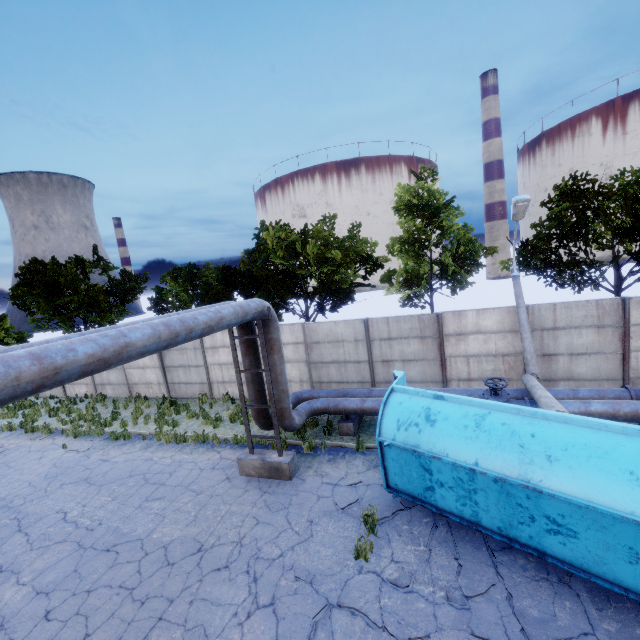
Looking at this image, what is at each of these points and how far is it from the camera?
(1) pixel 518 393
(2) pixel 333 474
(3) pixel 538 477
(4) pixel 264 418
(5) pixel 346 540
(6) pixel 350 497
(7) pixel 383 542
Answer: (1) pipe, 10.31m
(2) asphalt debris, 9.34m
(3) truck dump body, 5.20m
(4) pipe, 10.30m
(5) asphalt debris, 6.98m
(6) asphalt debris, 8.28m
(7) asphalt debris, 6.85m

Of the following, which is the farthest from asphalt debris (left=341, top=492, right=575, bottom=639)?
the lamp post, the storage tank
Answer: the storage tank

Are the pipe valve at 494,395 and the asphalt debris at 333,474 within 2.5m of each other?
no

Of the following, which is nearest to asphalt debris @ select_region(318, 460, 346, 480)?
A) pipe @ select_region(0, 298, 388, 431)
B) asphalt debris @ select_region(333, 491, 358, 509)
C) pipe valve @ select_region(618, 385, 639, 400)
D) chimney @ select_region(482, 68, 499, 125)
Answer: asphalt debris @ select_region(333, 491, 358, 509)

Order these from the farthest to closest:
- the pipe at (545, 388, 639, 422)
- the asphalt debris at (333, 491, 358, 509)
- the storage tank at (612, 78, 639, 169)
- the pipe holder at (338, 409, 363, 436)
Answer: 1. the storage tank at (612, 78, 639, 169)
2. the pipe holder at (338, 409, 363, 436)
3. the pipe at (545, 388, 639, 422)
4. the asphalt debris at (333, 491, 358, 509)

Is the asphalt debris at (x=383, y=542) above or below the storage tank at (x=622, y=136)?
below

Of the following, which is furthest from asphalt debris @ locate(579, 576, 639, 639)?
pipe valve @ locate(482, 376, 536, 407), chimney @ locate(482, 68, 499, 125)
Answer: chimney @ locate(482, 68, 499, 125)

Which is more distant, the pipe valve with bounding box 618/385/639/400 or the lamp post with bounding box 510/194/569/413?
the pipe valve with bounding box 618/385/639/400
